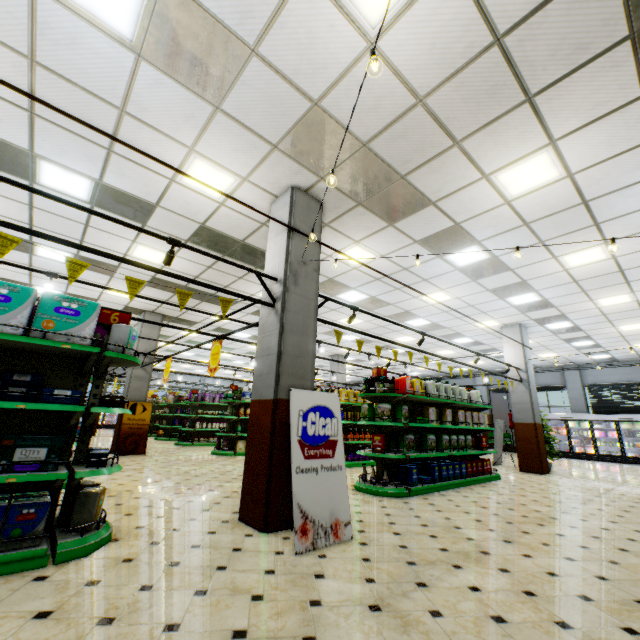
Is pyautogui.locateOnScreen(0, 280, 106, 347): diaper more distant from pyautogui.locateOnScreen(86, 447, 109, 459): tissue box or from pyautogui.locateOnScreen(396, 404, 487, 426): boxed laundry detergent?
pyautogui.locateOnScreen(396, 404, 487, 426): boxed laundry detergent

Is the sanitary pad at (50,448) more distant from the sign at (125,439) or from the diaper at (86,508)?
the sign at (125,439)

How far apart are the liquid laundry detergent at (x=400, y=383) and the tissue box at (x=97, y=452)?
6.6 meters

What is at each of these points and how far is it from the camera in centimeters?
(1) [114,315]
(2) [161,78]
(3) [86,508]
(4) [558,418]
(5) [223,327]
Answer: (1) sign, 395cm
(2) building, 371cm
(3) diaper, 323cm
(4) wall refrigerator door, 1755cm
(5) building, 1388cm

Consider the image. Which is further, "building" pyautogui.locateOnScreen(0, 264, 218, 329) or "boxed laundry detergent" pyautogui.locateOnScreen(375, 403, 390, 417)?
"building" pyautogui.locateOnScreen(0, 264, 218, 329)

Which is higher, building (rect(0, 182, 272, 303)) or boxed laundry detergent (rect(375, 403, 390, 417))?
building (rect(0, 182, 272, 303))

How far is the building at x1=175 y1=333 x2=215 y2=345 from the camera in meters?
15.5

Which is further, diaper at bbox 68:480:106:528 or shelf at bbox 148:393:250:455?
shelf at bbox 148:393:250:455
